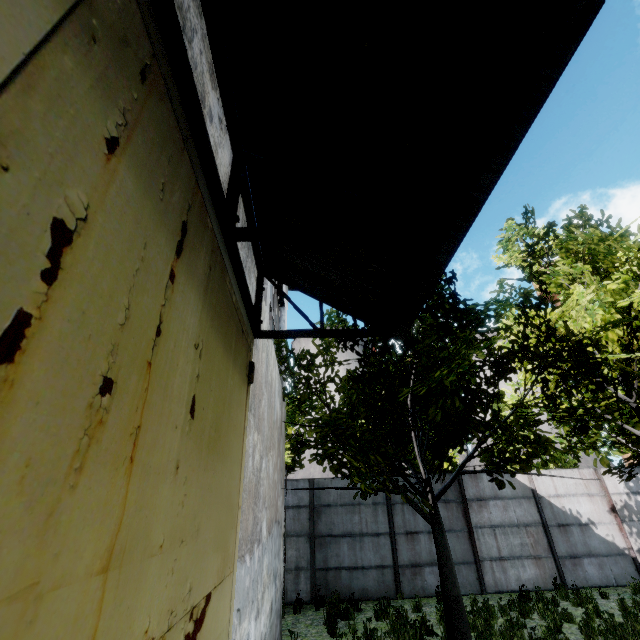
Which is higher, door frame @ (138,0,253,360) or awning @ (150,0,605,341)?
awning @ (150,0,605,341)

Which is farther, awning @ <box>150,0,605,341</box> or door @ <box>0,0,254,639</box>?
awning @ <box>150,0,605,341</box>

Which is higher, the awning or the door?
the awning

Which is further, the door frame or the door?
the door frame

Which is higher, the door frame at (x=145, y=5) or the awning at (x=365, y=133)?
the awning at (x=365, y=133)

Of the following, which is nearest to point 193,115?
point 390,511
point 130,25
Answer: point 130,25

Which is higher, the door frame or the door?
the door frame

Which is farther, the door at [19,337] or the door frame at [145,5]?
the door frame at [145,5]
